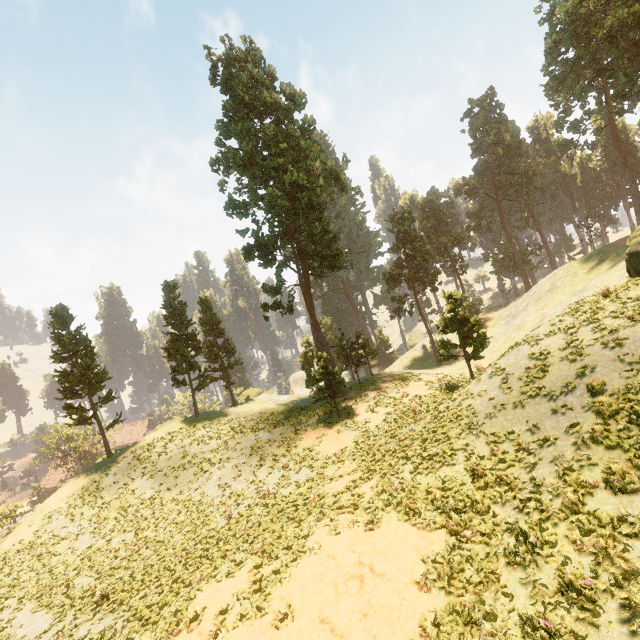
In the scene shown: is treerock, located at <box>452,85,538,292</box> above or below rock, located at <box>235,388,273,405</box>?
above

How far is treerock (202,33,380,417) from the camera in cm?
3256

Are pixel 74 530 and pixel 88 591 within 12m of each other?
yes

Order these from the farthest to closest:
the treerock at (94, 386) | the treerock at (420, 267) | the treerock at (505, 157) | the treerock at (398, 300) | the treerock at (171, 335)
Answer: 1. the treerock at (505, 157)
2. the treerock at (398, 300)
3. the treerock at (171, 335)
4. the treerock at (94, 386)
5. the treerock at (420, 267)

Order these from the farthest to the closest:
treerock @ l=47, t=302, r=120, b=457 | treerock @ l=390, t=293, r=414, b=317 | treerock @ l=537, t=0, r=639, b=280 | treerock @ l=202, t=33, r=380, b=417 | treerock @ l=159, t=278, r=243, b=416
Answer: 1. treerock @ l=390, t=293, r=414, b=317
2. treerock @ l=159, t=278, r=243, b=416
3. treerock @ l=202, t=33, r=380, b=417
4. treerock @ l=537, t=0, r=639, b=280
5. treerock @ l=47, t=302, r=120, b=457

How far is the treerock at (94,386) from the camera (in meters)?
31.52

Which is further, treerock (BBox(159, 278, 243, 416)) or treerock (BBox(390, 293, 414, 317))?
treerock (BBox(390, 293, 414, 317))
